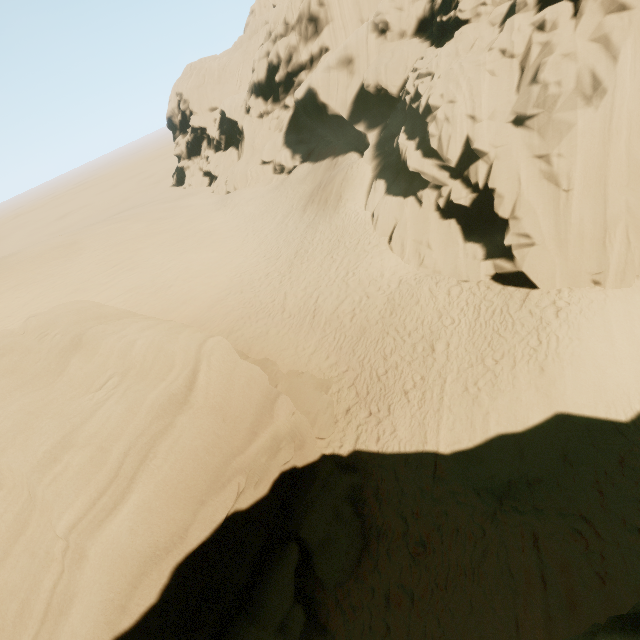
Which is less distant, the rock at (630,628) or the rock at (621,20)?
the rock at (630,628)

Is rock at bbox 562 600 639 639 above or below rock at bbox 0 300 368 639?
above

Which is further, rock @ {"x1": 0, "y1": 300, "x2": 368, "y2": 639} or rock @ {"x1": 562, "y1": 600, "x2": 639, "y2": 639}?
rock @ {"x1": 0, "y1": 300, "x2": 368, "y2": 639}

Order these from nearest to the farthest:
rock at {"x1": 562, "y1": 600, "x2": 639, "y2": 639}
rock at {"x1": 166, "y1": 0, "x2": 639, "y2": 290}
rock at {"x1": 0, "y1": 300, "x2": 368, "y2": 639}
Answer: rock at {"x1": 562, "y1": 600, "x2": 639, "y2": 639} < rock at {"x1": 0, "y1": 300, "x2": 368, "y2": 639} < rock at {"x1": 166, "y1": 0, "x2": 639, "y2": 290}

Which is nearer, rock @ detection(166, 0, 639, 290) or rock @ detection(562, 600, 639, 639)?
rock @ detection(562, 600, 639, 639)

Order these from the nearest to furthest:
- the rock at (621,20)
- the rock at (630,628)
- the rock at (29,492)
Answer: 1. the rock at (630,628)
2. the rock at (29,492)
3. the rock at (621,20)

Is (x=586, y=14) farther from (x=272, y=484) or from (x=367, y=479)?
(x=272, y=484)
